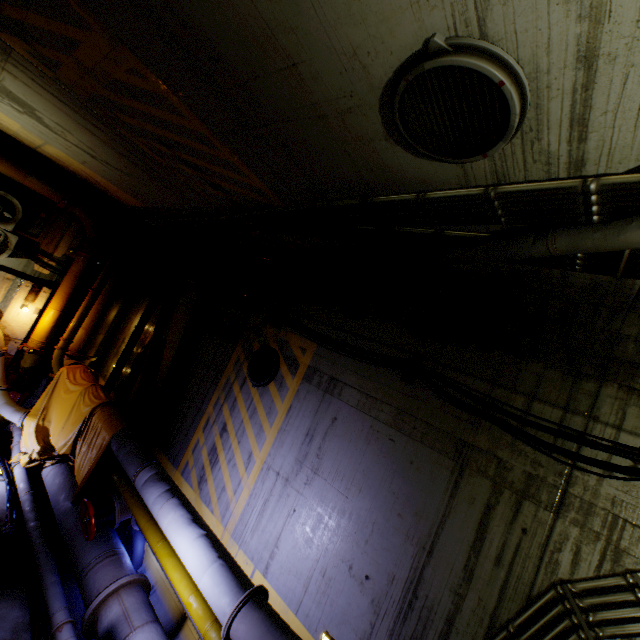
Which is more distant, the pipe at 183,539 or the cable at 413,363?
the cable at 413,363

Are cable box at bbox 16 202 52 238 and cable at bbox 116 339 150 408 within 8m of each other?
yes

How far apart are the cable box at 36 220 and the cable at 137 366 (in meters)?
3.57

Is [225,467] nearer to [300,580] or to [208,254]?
[300,580]

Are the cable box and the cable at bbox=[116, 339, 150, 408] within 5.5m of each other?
yes

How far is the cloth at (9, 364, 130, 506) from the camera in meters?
6.6 m

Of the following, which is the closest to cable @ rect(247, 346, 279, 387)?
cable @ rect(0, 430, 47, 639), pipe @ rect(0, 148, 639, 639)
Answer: pipe @ rect(0, 148, 639, 639)

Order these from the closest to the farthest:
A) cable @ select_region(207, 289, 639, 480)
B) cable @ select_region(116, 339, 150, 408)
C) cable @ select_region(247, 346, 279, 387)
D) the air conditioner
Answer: cable @ select_region(207, 289, 639, 480) → cable @ select_region(247, 346, 279, 387) → the air conditioner → cable @ select_region(116, 339, 150, 408)
